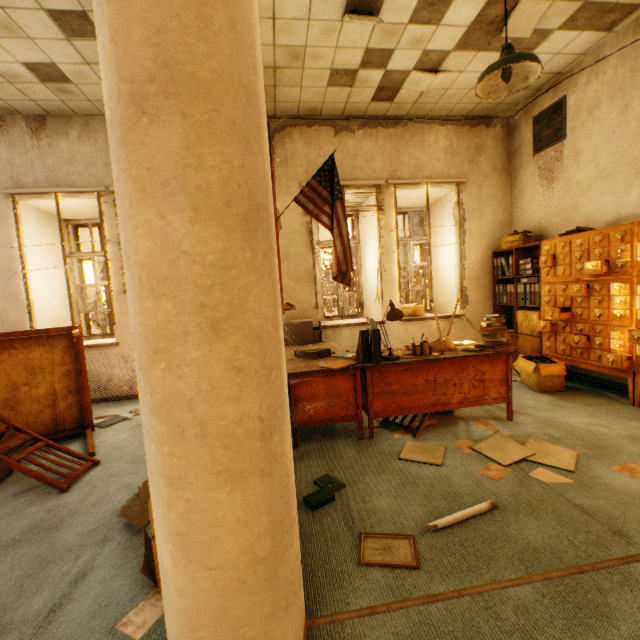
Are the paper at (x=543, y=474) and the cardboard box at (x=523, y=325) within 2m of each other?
no

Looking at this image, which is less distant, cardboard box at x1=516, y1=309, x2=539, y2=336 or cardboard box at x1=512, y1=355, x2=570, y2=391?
cardboard box at x1=512, y1=355, x2=570, y2=391

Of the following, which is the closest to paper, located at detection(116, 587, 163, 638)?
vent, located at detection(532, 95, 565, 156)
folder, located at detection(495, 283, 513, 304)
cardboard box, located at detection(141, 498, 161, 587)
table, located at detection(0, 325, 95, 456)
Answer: cardboard box, located at detection(141, 498, 161, 587)

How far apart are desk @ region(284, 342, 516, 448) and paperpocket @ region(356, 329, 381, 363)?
0.01m

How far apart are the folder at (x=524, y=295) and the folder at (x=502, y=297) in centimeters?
11cm

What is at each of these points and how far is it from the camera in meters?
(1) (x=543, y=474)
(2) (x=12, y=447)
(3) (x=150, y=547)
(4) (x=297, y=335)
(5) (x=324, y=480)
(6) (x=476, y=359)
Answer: (1) paper, 2.2 m
(2) chair, 2.5 m
(3) cardboard box, 1.7 m
(4) cabinet, 4.4 m
(5) book, 2.3 m
(6) desk, 3.0 m

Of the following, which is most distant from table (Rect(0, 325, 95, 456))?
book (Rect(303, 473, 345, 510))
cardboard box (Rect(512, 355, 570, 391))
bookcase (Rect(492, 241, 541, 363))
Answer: bookcase (Rect(492, 241, 541, 363))

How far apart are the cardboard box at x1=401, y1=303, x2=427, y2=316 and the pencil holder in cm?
235
